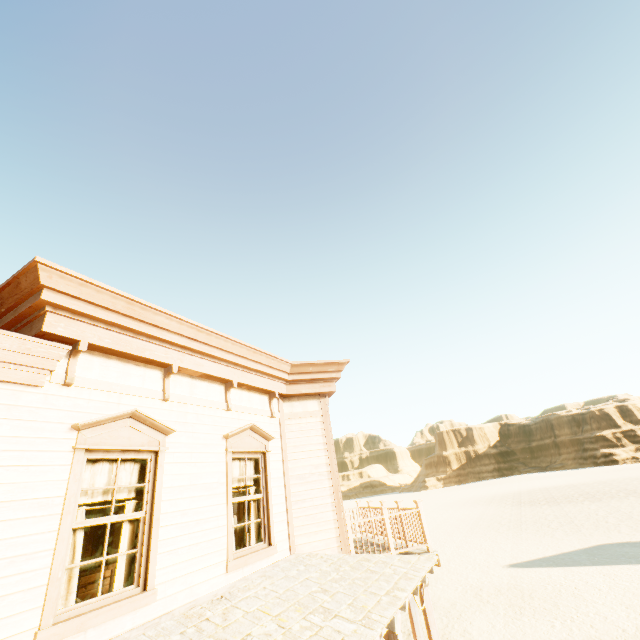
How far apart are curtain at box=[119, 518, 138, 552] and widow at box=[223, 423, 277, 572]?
1.4m

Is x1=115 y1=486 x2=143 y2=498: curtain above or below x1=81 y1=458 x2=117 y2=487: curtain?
below

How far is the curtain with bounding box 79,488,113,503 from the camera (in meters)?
4.00

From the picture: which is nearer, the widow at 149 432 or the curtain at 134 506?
the widow at 149 432

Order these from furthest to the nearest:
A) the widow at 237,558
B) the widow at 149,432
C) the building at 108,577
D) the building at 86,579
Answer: the building at 108,577 < the building at 86,579 < the widow at 237,558 < the widow at 149,432

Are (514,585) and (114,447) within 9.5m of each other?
no

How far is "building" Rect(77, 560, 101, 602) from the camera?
11.5 meters

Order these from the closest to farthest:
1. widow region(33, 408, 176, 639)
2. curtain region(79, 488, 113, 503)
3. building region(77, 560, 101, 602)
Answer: widow region(33, 408, 176, 639) → curtain region(79, 488, 113, 503) → building region(77, 560, 101, 602)
